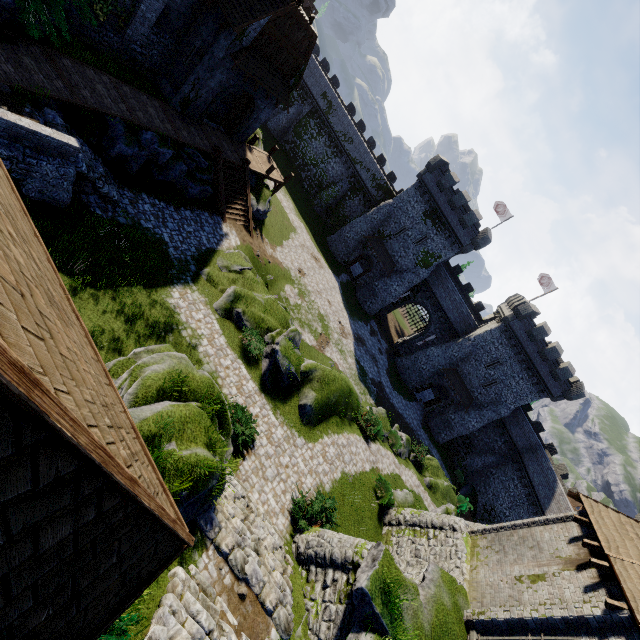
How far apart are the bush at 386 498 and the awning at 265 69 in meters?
25.6

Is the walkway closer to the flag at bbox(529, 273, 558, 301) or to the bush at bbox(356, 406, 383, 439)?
the bush at bbox(356, 406, 383, 439)

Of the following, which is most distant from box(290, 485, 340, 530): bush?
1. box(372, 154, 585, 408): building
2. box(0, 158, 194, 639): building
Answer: box(372, 154, 585, 408): building

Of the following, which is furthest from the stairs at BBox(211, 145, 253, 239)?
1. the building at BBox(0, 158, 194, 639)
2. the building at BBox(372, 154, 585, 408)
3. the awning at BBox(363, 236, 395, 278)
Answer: the building at BBox(372, 154, 585, 408)

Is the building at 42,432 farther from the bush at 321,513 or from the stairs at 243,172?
the stairs at 243,172

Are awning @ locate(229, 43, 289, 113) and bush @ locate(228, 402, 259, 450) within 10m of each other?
no

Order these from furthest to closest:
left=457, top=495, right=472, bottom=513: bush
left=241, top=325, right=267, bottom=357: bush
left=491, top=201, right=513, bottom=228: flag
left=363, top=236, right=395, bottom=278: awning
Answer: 1. left=491, top=201, right=513, bottom=228: flag
2. left=363, top=236, right=395, bottom=278: awning
3. left=457, top=495, right=472, bottom=513: bush
4. left=241, top=325, right=267, bottom=357: bush

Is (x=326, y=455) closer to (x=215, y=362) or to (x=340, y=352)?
(x=215, y=362)
